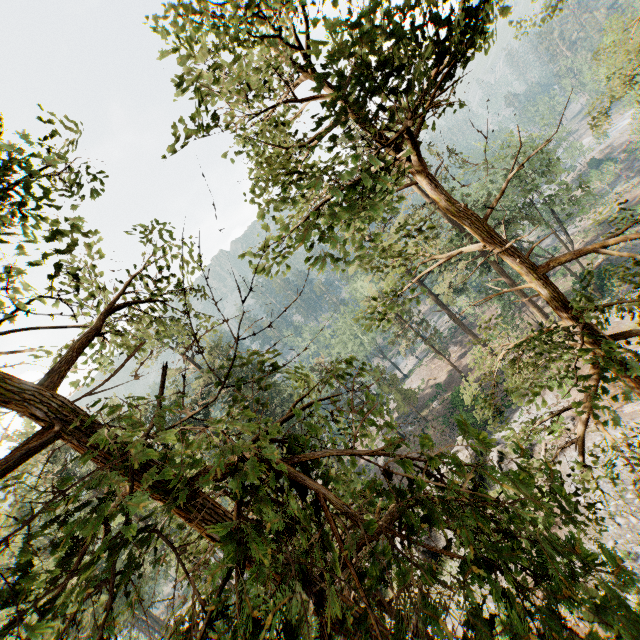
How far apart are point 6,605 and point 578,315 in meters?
10.5 m

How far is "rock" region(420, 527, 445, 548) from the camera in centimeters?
2209cm

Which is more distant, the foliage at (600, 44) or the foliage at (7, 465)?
the foliage at (600, 44)

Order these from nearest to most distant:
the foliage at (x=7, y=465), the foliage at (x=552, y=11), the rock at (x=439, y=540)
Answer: the foliage at (x=7, y=465), the foliage at (x=552, y=11), the rock at (x=439, y=540)

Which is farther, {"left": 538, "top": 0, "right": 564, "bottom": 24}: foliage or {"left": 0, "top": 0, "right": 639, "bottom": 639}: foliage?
{"left": 538, "top": 0, "right": 564, "bottom": 24}: foliage

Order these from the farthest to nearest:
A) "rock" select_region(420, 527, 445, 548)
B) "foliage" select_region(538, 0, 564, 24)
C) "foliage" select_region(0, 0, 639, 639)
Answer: "rock" select_region(420, 527, 445, 548), "foliage" select_region(538, 0, 564, 24), "foliage" select_region(0, 0, 639, 639)

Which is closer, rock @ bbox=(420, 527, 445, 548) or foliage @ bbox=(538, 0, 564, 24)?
foliage @ bbox=(538, 0, 564, 24)
